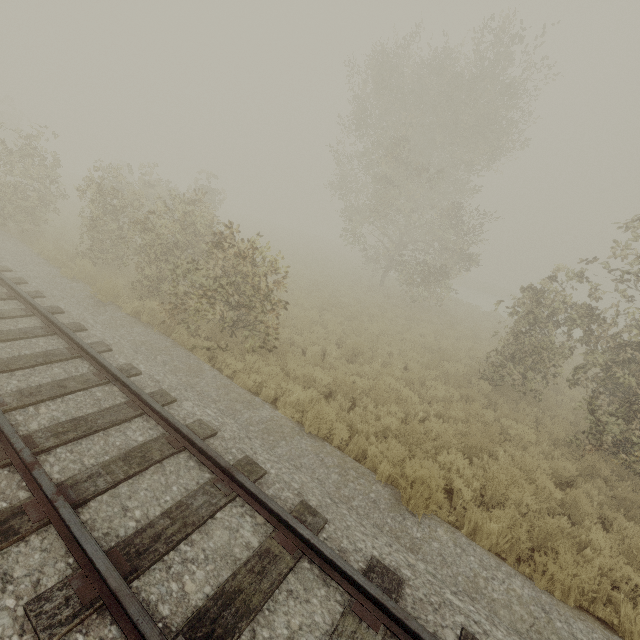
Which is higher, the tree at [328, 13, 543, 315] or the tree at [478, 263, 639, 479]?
the tree at [328, 13, 543, 315]

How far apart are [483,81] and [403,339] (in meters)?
13.83

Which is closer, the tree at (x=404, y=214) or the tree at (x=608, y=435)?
the tree at (x=608, y=435)

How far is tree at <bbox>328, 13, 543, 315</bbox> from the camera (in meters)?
A: 15.49

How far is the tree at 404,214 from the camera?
15.49m

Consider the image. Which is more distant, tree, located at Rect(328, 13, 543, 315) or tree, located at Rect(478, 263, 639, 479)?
tree, located at Rect(328, 13, 543, 315)
